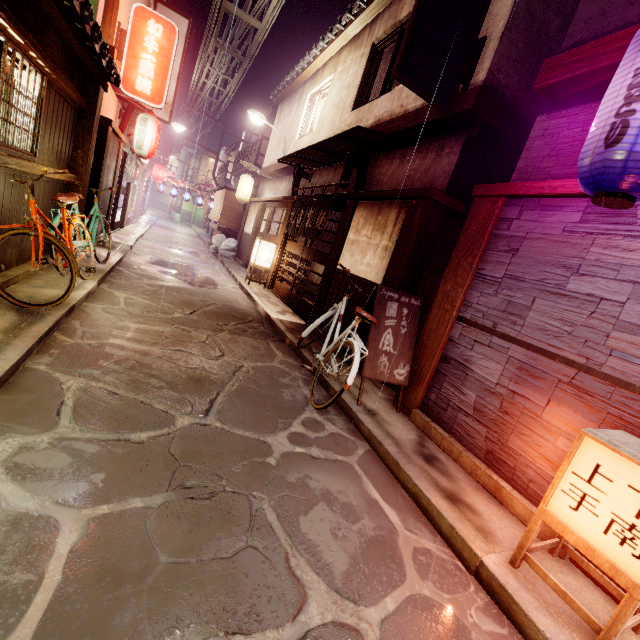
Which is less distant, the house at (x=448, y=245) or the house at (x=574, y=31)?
the house at (x=574, y=31)

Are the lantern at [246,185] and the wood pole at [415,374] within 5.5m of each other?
no

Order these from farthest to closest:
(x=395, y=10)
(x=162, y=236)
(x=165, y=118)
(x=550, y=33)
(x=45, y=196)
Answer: (x=162, y=236) → (x=165, y=118) → (x=395, y=10) → (x=45, y=196) → (x=550, y=33)

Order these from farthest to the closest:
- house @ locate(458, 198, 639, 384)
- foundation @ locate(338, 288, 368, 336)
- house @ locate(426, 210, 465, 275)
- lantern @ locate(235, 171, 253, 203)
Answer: lantern @ locate(235, 171, 253, 203)
foundation @ locate(338, 288, 368, 336)
house @ locate(426, 210, 465, 275)
house @ locate(458, 198, 639, 384)

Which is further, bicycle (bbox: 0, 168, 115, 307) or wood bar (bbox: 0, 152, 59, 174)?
bicycle (bbox: 0, 168, 115, 307)

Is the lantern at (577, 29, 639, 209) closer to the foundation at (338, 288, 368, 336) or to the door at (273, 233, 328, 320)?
the foundation at (338, 288, 368, 336)

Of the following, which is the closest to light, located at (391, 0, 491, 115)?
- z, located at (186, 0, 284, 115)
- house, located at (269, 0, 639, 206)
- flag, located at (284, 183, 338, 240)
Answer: house, located at (269, 0, 639, 206)

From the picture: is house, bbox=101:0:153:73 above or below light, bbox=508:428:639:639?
above
